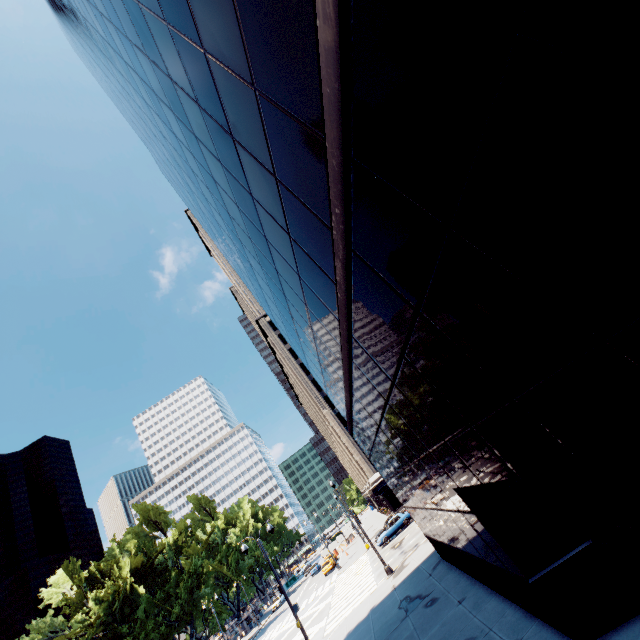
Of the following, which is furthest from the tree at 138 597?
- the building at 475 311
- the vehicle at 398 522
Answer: the building at 475 311

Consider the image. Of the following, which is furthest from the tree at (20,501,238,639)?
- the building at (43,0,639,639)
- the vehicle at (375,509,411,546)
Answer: the building at (43,0,639,639)

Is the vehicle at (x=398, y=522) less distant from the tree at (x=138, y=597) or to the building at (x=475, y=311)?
the building at (x=475, y=311)

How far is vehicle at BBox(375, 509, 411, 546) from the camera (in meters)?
34.53

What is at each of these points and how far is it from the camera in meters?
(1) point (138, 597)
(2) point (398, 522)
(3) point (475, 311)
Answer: (1) tree, 42.4 m
(2) vehicle, 35.1 m
(3) building, 3.7 m

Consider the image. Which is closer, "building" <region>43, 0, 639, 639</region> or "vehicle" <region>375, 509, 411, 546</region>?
"building" <region>43, 0, 639, 639</region>

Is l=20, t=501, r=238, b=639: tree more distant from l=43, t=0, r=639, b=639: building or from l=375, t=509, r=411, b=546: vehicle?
l=43, t=0, r=639, b=639: building
